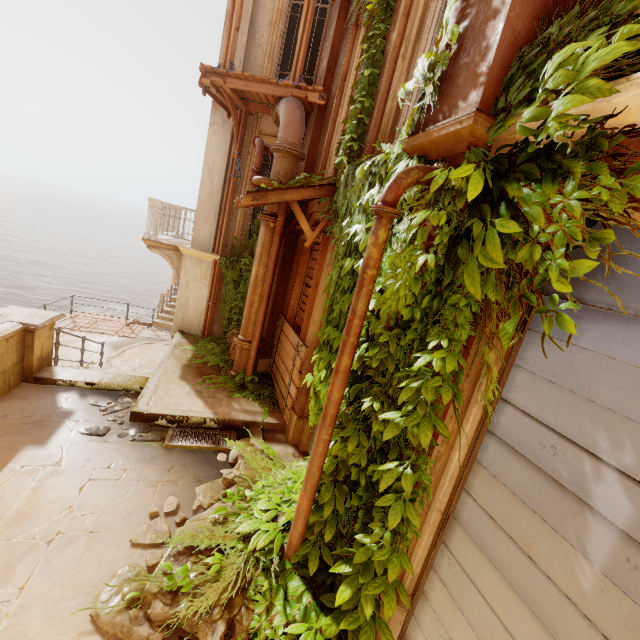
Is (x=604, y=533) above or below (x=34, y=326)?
above

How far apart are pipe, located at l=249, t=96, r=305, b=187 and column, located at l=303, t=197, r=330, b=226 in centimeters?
4cm

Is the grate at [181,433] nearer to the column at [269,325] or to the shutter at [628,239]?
the column at [269,325]

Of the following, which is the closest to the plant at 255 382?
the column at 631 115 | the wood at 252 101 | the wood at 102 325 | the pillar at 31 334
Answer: the column at 631 115

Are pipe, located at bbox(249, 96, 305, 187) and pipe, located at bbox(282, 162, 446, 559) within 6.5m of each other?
yes

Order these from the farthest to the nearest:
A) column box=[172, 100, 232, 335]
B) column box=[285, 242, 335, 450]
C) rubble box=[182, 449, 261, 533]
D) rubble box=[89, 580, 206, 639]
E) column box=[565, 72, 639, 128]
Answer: column box=[172, 100, 232, 335]
column box=[285, 242, 335, 450]
rubble box=[182, 449, 261, 533]
rubble box=[89, 580, 206, 639]
column box=[565, 72, 639, 128]

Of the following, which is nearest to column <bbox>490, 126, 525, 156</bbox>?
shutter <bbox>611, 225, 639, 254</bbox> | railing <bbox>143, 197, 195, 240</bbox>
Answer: shutter <bbox>611, 225, 639, 254</bbox>

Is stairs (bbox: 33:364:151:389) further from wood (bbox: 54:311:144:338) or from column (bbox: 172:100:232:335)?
wood (bbox: 54:311:144:338)
